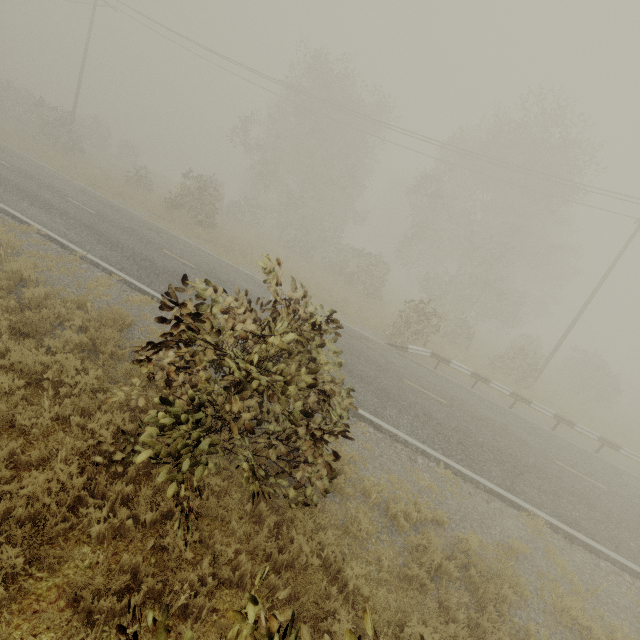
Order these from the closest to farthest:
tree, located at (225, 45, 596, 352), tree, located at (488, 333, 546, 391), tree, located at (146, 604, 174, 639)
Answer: tree, located at (146, 604, 174, 639) < tree, located at (488, 333, 546, 391) < tree, located at (225, 45, 596, 352)

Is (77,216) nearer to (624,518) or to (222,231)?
(222,231)

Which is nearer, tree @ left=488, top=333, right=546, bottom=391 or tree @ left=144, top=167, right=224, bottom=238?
tree @ left=488, top=333, right=546, bottom=391

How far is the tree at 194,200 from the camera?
20.6m

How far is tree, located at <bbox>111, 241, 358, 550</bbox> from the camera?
3.6 meters

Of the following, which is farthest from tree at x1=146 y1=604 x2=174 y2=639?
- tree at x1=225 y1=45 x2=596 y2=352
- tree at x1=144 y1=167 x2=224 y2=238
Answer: tree at x1=144 y1=167 x2=224 y2=238

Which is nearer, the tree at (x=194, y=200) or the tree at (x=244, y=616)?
the tree at (x=244, y=616)
